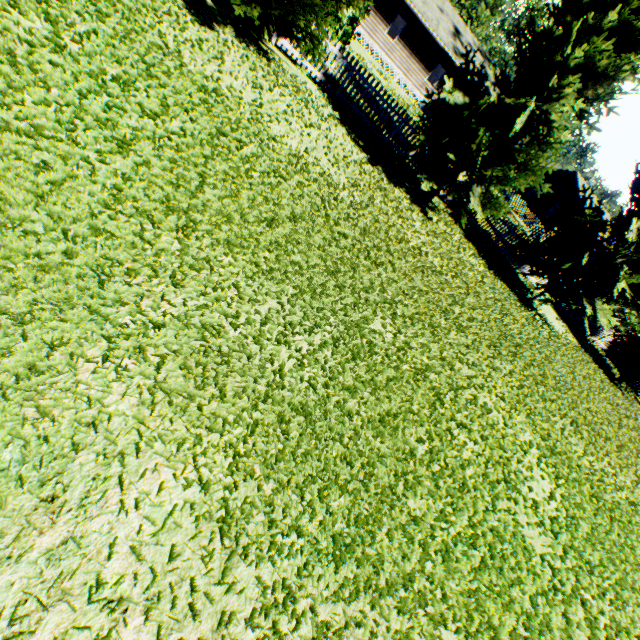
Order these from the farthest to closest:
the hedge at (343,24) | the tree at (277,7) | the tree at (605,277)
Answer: the tree at (605,277), the hedge at (343,24), the tree at (277,7)

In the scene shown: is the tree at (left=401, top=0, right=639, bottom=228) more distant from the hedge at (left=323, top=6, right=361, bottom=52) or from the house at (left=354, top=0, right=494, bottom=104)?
the house at (left=354, top=0, right=494, bottom=104)

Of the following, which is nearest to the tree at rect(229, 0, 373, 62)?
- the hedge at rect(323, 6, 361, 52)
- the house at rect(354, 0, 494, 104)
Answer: the hedge at rect(323, 6, 361, 52)

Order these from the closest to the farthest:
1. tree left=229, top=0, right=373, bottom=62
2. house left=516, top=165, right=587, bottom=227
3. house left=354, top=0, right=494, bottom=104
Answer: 1. tree left=229, top=0, right=373, bottom=62
2. house left=354, top=0, right=494, bottom=104
3. house left=516, top=165, right=587, bottom=227

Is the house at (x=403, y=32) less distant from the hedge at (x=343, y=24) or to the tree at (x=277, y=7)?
the hedge at (x=343, y=24)

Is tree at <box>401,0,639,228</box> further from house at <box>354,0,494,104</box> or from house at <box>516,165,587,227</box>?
house at <box>354,0,494,104</box>

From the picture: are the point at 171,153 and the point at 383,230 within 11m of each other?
yes

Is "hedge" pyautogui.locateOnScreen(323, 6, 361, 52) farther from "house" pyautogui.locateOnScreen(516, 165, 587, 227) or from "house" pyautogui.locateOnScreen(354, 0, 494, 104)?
"house" pyautogui.locateOnScreen(516, 165, 587, 227)
